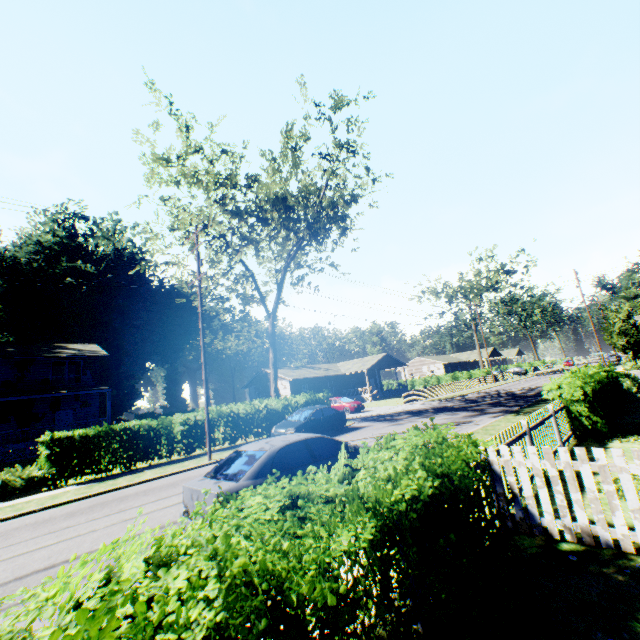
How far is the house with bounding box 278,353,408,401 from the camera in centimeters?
4338cm

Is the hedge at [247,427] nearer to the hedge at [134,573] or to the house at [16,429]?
the hedge at [134,573]

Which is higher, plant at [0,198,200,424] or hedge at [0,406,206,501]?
plant at [0,198,200,424]

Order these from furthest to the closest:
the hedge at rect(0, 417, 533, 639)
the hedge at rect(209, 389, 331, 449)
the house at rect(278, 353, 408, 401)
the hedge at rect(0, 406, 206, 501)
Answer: the house at rect(278, 353, 408, 401)
the hedge at rect(209, 389, 331, 449)
the hedge at rect(0, 406, 206, 501)
the hedge at rect(0, 417, 533, 639)

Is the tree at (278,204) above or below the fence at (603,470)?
above

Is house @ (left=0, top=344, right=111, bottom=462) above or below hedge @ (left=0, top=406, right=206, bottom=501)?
above

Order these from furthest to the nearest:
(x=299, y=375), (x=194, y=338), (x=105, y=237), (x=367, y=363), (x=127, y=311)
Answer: (x=194, y=338)
(x=127, y=311)
(x=105, y=237)
(x=367, y=363)
(x=299, y=375)

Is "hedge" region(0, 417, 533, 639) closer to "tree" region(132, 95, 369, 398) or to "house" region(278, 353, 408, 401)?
"tree" region(132, 95, 369, 398)
